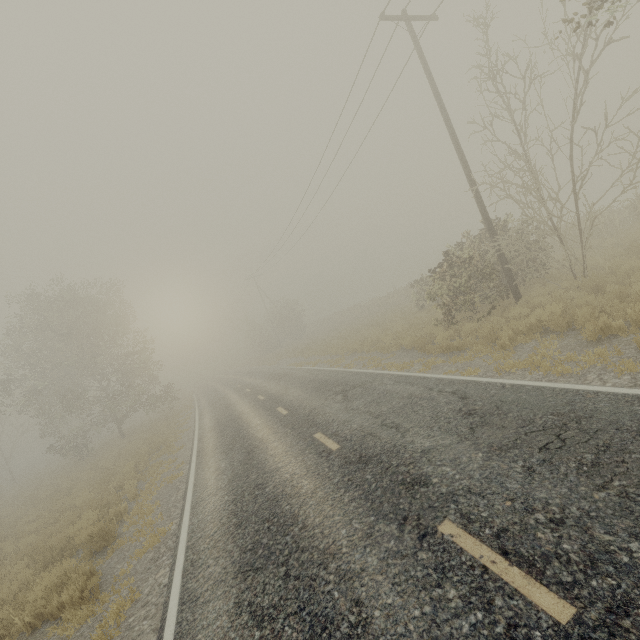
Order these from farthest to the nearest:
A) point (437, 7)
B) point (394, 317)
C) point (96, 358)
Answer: point (96, 358) → point (394, 317) → point (437, 7)
